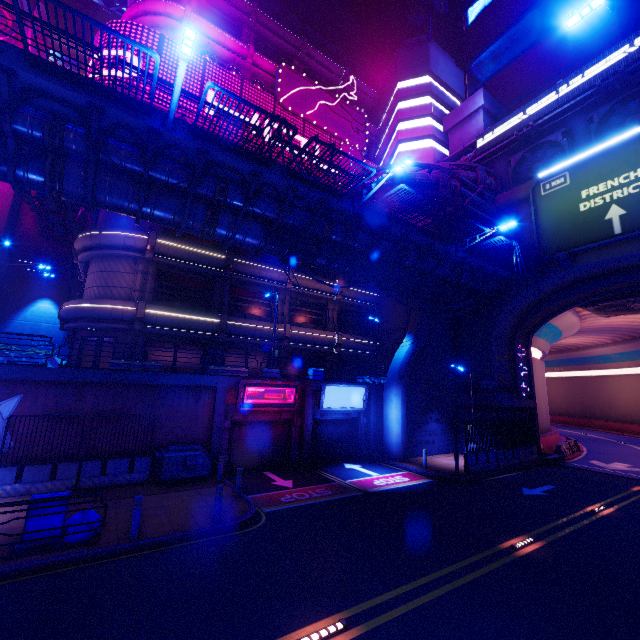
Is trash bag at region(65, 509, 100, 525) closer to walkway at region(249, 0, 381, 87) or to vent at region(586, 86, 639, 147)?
vent at region(586, 86, 639, 147)

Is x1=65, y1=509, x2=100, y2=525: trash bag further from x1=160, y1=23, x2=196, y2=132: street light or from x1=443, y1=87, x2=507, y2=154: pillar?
x1=443, y1=87, x2=507, y2=154: pillar

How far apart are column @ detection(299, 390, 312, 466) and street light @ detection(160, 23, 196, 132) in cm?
1403

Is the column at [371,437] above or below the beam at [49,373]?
below

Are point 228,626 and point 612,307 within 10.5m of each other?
no

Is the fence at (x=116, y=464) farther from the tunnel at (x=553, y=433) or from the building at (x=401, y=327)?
the tunnel at (x=553, y=433)

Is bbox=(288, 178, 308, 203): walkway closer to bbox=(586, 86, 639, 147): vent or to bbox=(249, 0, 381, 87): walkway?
bbox=(586, 86, 639, 147): vent

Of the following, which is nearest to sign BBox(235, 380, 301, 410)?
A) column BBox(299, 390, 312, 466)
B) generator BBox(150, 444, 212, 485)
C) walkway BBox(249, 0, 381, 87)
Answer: column BBox(299, 390, 312, 466)
